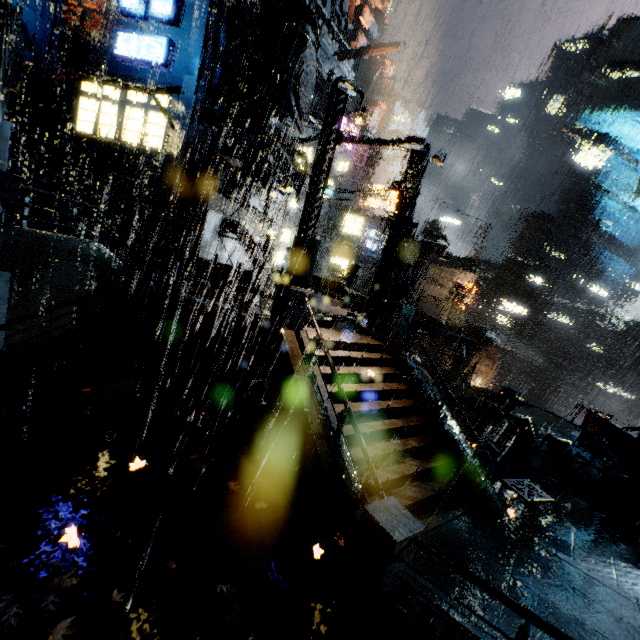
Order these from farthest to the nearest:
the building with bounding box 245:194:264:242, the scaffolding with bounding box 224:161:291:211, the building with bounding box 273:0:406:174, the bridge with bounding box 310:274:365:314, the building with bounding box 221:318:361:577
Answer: the building with bounding box 273:0:406:174
the building with bounding box 245:194:264:242
the bridge with bounding box 310:274:365:314
the scaffolding with bounding box 224:161:291:211
the building with bounding box 221:318:361:577

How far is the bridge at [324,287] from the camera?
22.08m

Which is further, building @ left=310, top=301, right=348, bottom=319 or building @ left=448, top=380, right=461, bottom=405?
building @ left=448, top=380, right=461, bottom=405

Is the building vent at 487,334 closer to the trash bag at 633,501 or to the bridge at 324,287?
the bridge at 324,287

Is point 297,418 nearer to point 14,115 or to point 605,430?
point 605,430

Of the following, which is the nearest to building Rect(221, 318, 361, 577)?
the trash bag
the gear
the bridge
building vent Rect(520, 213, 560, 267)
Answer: the bridge
